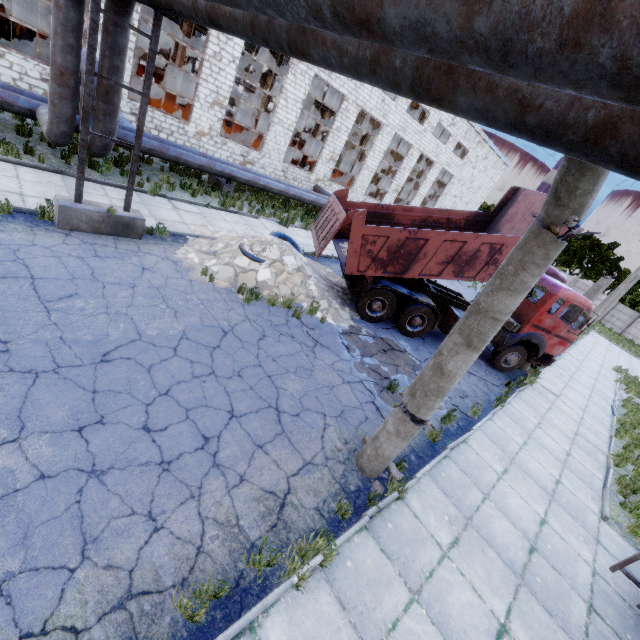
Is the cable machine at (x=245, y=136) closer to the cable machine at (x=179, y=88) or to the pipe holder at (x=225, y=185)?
the pipe holder at (x=225, y=185)

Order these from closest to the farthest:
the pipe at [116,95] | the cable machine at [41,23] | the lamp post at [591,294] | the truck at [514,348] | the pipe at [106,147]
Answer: the pipe at [116,95], the pipe at [106,147], the truck at [514,348], the lamp post at [591,294], the cable machine at [41,23]

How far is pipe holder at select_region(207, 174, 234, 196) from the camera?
15.0 meters

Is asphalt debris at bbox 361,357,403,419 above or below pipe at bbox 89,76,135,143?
below

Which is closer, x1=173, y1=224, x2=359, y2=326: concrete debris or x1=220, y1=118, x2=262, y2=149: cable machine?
x1=173, y1=224, x2=359, y2=326: concrete debris

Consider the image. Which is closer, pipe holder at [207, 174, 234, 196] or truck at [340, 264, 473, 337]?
truck at [340, 264, 473, 337]

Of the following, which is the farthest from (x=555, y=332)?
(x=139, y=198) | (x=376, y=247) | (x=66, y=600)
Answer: (x=139, y=198)

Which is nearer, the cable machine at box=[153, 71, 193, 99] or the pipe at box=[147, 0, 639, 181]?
the pipe at box=[147, 0, 639, 181]
